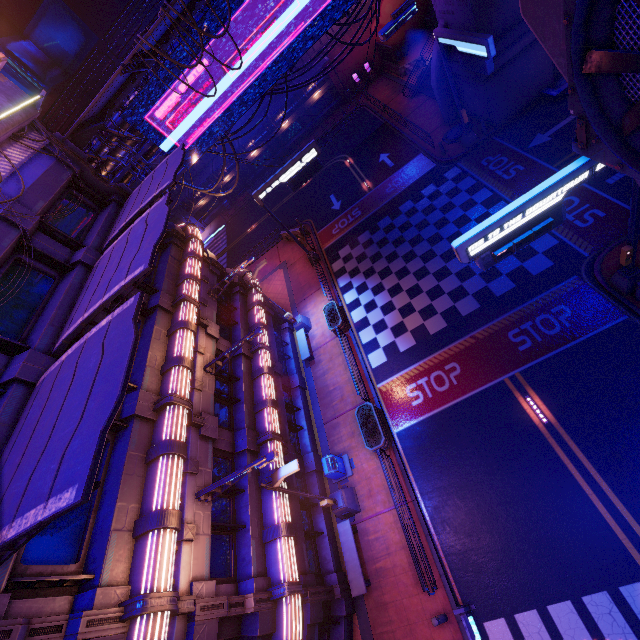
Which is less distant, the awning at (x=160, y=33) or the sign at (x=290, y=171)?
the awning at (x=160, y=33)

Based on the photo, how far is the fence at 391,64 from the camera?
32.13m

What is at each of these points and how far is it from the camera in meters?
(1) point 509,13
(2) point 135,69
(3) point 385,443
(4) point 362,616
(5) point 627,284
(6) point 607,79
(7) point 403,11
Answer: (1) wall arch, 17.7 m
(2) awning, 14.1 m
(3) plant holder, 14.7 m
(4) beam, 12.4 m
(5) sign, 12.2 m
(6) vent, 5.7 m
(7) street light, 5.8 m

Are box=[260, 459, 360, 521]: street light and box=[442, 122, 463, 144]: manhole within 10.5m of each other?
no

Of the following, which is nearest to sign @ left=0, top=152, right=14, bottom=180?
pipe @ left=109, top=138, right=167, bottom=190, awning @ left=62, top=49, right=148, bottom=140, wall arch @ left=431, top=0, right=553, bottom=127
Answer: awning @ left=62, top=49, right=148, bottom=140

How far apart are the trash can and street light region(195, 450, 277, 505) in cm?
607

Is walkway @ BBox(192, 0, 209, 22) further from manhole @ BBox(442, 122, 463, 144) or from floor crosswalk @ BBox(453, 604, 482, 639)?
floor crosswalk @ BBox(453, 604, 482, 639)

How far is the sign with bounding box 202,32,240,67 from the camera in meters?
15.6 m
